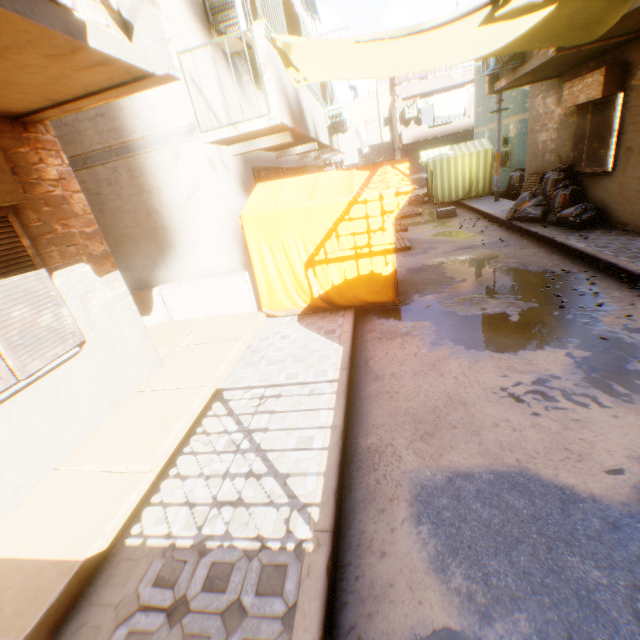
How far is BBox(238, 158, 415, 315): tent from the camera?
5.6m

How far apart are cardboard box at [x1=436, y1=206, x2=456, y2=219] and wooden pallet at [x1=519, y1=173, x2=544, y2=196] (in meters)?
1.80

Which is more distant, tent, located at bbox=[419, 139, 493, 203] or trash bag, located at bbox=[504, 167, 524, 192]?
tent, located at bbox=[419, 139, 493, 203]

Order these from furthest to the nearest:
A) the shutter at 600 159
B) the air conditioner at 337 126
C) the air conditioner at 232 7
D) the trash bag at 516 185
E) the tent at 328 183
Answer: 1. the trash bag at 516 185
2. the air conditioner at 337 126
3. the shutter at 600 159
4. the air conditioner at 232 7
5. the tent at 328 183

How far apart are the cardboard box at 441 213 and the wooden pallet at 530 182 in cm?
180

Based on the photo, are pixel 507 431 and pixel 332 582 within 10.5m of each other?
yes

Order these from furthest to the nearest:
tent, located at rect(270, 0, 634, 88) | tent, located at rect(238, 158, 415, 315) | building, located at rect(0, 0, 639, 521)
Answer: tent, located at rect(238, 158, 415, 315)
tent, located at rect(270, 0, 634, 88)
building, located at rect(0, 0, 639, 521)

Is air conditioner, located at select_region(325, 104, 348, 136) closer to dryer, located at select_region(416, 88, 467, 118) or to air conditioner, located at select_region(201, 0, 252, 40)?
dryer, located at select_region(416, 88, 467, 118)
